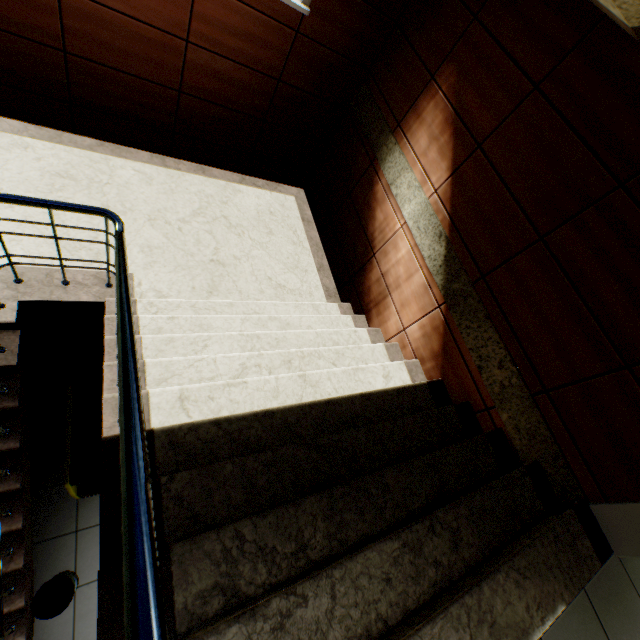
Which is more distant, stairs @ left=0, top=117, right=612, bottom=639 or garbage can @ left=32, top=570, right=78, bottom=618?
garbage can @ left=32, top=570, right=78, bottom=618

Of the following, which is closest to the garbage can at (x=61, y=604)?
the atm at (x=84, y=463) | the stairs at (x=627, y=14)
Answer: the stairs at (x=627, y=14)

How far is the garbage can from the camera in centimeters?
264cm

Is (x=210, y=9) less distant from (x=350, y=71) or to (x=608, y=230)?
(x=350, y=71)

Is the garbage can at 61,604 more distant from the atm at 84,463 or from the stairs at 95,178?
the atm at 84,463

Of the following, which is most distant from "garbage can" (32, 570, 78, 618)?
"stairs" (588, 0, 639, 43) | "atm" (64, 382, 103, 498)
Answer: "atm" (64, 382, 103, 498)

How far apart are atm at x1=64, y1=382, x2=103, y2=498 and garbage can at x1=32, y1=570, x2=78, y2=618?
0.6m

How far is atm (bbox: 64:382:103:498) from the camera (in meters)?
2.43
